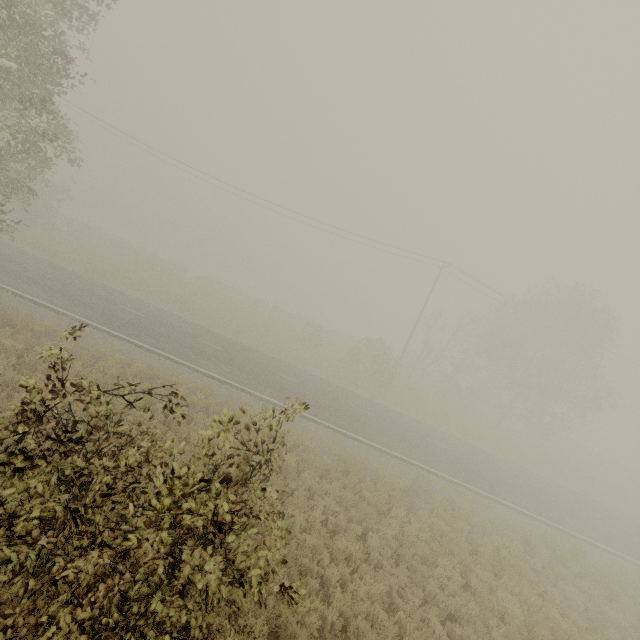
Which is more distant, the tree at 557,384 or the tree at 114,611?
the tree at 557,384

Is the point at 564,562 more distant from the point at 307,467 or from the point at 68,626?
the point at 68,626

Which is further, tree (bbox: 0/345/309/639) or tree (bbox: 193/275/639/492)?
tree (bbox: 193/275/639/492)
